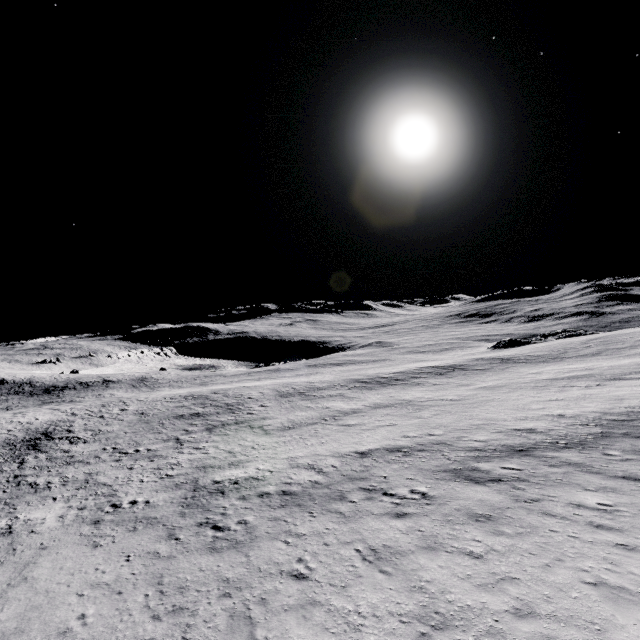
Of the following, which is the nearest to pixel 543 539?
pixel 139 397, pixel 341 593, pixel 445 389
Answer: pixel 341 593
